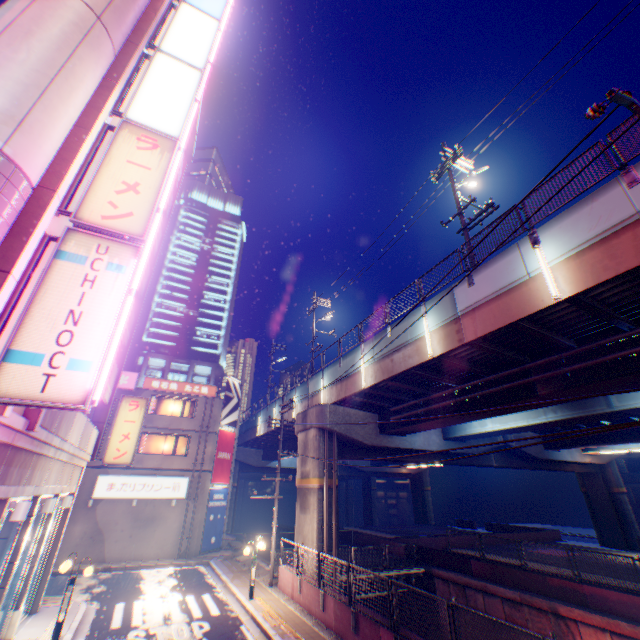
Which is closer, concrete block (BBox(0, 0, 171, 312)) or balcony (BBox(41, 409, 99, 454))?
concrete block (BBox(0, 0, 171, 312))

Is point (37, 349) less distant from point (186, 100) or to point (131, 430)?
point (186, 100)

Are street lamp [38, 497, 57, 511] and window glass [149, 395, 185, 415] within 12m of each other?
no

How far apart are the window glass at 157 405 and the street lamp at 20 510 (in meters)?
19.99

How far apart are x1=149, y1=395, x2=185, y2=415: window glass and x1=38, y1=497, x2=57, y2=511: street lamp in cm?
1730

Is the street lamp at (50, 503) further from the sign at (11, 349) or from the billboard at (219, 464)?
the billboard at (219, 464)

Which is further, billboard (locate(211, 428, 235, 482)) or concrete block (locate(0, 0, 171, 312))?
billboard (locate(211, 428, 235, 482))

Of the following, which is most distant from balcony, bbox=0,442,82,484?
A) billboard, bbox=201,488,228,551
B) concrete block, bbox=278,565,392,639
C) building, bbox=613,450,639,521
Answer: building, bbox=613,450,639,521
